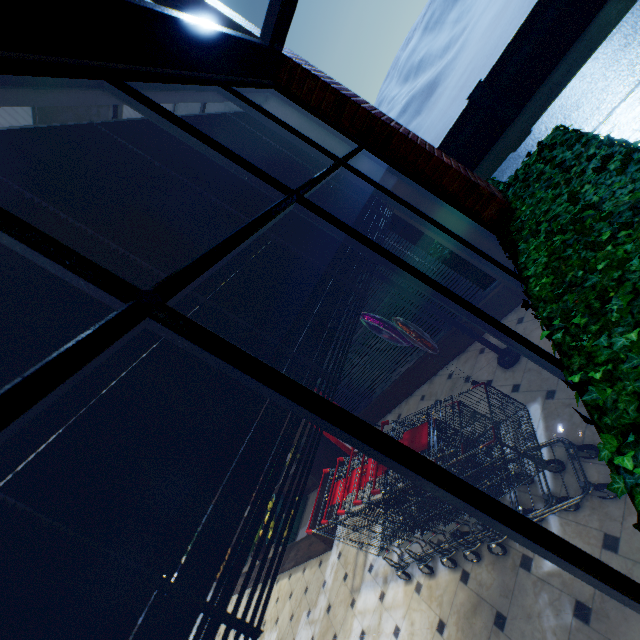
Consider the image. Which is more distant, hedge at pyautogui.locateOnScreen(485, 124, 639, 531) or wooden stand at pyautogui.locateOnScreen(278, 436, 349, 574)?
wooden stand at pyautogui.locateOnScreen(278, 436, 349, 574)

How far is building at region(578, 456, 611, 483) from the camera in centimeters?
220cm

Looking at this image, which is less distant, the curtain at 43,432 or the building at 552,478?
the curtain at 43,432

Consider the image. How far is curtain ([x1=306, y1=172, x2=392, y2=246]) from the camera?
2.5 meters

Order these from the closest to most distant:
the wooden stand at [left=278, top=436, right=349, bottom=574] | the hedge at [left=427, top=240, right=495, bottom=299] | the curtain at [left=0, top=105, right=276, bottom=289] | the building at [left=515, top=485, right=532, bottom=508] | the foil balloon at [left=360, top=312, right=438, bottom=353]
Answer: the curtain at [left=0, top=105, right=276, bottom=289], the building at [left=515, top=485, right=532, bottom=508], the foil balloon at [left=360, top=312, right=438, bottom=353], the hedge at [left=427, top=240, right=495, bottom=299], the wooden stand at [left=278, top=436, right=349, bottom=574]

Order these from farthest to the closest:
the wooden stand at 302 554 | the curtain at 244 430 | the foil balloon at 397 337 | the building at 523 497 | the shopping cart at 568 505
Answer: the wooden stand at 302 554, the foil balloon at 397 337, the building at 523 497, the shopping cart at 568 505, the curtain at 244 430

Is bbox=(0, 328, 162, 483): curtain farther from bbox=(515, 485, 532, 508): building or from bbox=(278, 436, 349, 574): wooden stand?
bbox=(278, 436, 349, 574): wooden stand

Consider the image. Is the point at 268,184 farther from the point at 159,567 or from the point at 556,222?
the point at 556,222
